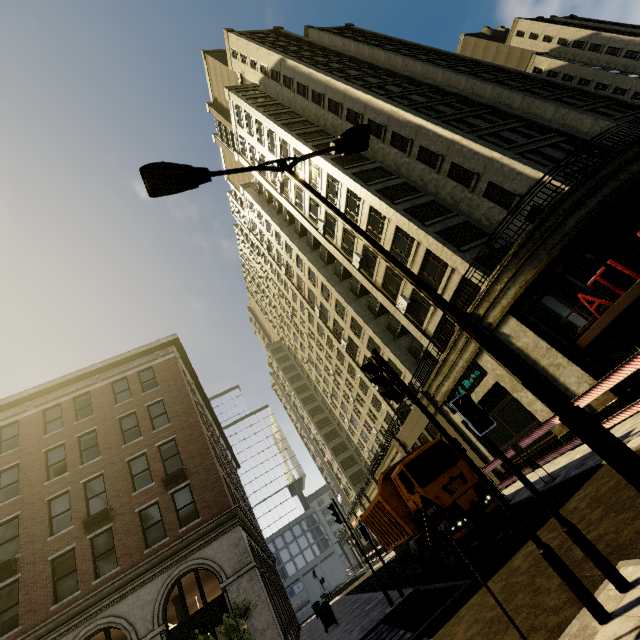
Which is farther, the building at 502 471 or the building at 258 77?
the building at 502 471

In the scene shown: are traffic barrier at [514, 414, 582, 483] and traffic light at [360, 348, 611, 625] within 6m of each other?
no

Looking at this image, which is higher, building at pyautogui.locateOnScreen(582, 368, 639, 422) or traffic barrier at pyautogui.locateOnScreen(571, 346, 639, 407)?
traffic barrier at pyautogui.locateOnScreen(571, 346, 639, 407)

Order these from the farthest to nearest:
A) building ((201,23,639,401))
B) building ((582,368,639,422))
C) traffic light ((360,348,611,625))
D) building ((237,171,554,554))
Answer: building ((237,171,554,554)) < building ((201,23,639,401)) < building ((582,368,639,422)) < traffic light ((360,348,611,625))

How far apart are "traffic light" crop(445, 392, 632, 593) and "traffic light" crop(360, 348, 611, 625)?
0.3m

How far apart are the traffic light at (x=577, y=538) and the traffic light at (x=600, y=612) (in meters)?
0.29

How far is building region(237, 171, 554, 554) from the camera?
17.2 meters

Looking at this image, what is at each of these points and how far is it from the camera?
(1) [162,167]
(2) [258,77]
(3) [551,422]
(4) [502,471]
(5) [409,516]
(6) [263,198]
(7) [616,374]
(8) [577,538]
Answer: (1) street light, 5.4m
(2) building, 38.8m
(3) traffic barrier, 10.4m
(4) building, 18.2m
(5) truck, 12.4m
(6) building, 44.9m
(7) traffic barrier, 8.3m
(8) traffic light, 3.8m
